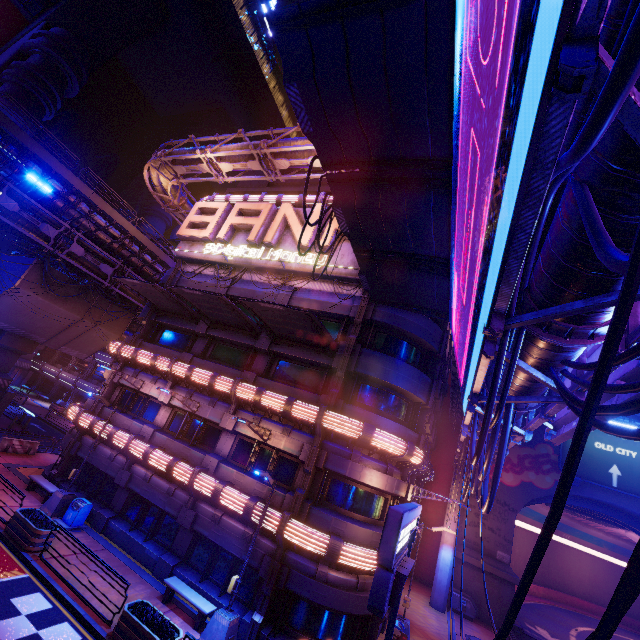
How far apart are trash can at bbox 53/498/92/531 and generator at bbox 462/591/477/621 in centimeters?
2654cm

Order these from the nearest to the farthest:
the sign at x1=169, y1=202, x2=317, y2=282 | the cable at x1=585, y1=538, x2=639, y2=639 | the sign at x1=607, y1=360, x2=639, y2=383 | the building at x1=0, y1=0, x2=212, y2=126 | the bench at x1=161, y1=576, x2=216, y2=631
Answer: the cable at x1=585, y1=538, x2=639, y2=639, the sign at x1=607, y1=360, x2=639, y2=383, the bench at x1=161, y1=576, x2=216, y2=631, the sign at x1=169, y1=202, x2=317, y2=282, the building at x1=0, y1=0, x2=212, y2=126

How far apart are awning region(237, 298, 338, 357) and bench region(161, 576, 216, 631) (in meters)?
11.34

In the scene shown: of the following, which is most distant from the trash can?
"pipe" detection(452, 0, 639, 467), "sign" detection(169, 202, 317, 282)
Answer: "pipe" detection(452, 0, 639, 467)

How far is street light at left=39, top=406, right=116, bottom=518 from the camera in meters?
16.6

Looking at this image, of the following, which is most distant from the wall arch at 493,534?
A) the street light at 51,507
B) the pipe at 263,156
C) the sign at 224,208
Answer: the street light at 51,507

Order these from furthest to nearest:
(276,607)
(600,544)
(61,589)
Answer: (600,544), (276,607), (61,589)

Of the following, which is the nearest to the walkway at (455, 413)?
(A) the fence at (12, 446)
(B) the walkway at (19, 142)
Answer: (B) the walkway at (19, 142)
